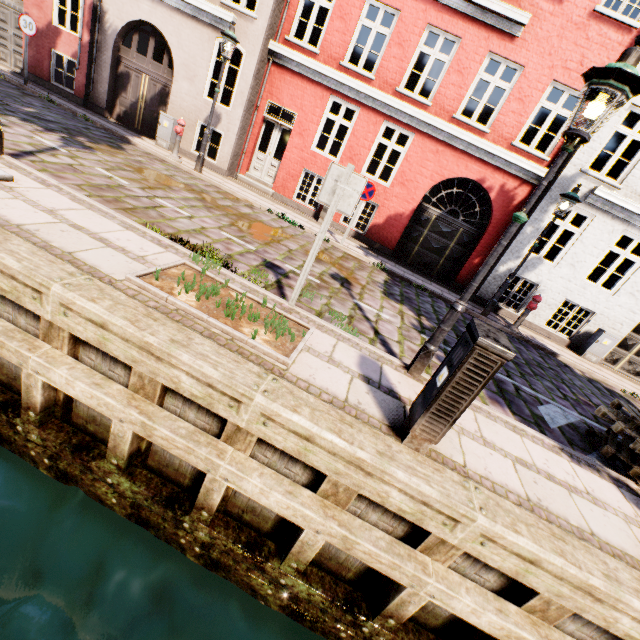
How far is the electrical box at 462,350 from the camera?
2.5m

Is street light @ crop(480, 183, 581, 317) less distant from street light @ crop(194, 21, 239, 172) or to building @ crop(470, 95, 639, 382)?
street light @ crop(194, 21, 239, 172)

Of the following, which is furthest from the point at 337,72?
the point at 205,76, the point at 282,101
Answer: the point at 205,76

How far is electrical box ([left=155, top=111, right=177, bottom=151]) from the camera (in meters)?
10.97

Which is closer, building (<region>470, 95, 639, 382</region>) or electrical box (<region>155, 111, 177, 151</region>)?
building (<region>470, 95, 639, 382</region>)

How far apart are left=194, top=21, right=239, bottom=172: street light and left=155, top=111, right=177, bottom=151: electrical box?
2.09m

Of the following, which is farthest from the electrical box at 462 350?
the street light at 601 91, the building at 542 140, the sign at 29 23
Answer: the building at 542 140

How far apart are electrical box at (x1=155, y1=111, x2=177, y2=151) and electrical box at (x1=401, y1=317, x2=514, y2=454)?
12.3 meters
